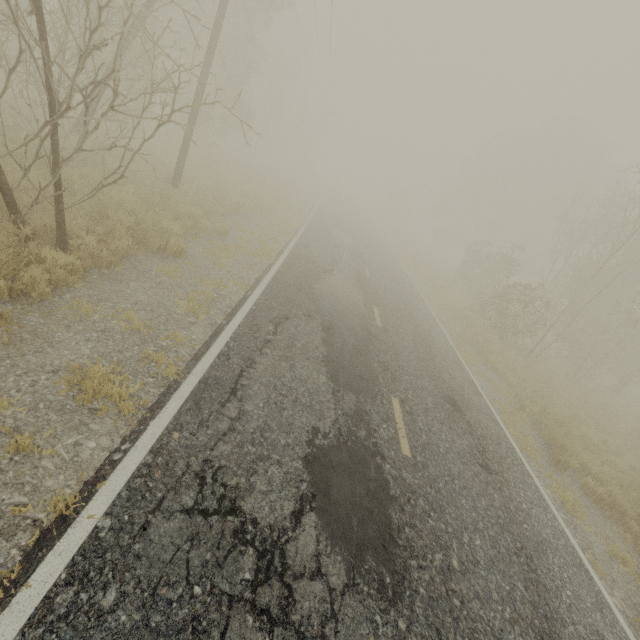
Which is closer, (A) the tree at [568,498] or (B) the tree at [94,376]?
(B) the tree at [94,376]

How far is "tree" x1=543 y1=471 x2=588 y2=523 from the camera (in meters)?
6.73

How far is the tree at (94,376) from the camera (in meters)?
3.81

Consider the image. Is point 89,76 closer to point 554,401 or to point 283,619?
point 283,619

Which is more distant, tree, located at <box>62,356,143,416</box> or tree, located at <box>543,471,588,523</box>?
tree, located at <box>543,471,588,523</box>
